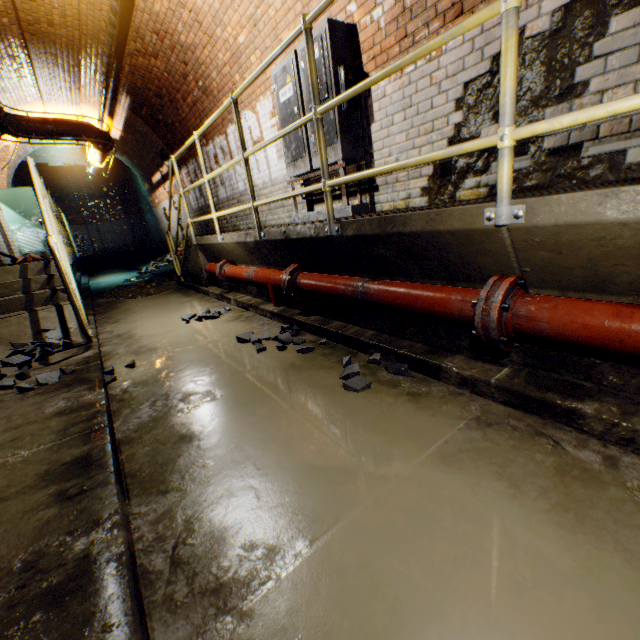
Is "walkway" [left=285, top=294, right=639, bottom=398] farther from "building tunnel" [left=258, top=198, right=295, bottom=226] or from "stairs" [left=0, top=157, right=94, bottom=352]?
"stairs" [left=0, top=157, right=94, bottom=352]

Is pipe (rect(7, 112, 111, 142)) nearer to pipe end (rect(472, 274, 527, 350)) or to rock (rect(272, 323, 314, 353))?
rock (rect(272, 323, 314, 353))

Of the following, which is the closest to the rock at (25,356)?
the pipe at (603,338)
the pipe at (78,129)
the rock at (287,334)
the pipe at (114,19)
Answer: the rock at (287,334)

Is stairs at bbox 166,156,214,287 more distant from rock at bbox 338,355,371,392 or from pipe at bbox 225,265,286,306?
rock at bbox 338,355,371,392

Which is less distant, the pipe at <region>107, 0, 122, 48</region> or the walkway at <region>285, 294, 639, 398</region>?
the walkway at <region>285, 294, 639, 398</region>

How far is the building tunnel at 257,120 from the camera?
4.6m

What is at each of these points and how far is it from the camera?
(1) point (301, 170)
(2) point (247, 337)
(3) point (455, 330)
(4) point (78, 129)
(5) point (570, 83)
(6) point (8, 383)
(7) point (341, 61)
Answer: (1) electrical box, 4.29m
(2) rock, 3.09m
(3) walkway, 1.95m
(4) pipe, 7.61m
(5) building tunnel, 2.15m
(6) rock, 2.32m
(7) electrical box, 3.41m

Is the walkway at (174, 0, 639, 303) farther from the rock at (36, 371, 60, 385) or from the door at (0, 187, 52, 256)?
the rock at (36, 371, 60, 385)
